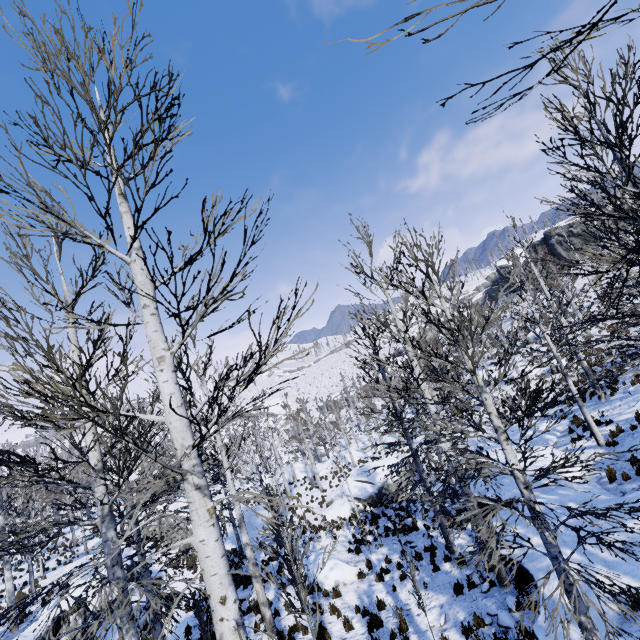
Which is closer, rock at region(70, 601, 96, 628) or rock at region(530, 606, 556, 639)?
rock at region(530, 606, 556, 639)

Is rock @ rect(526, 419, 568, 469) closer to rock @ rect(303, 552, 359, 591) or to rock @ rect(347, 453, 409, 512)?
rock @ rect(347, 453, 409, 512)

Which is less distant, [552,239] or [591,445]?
[591,445]

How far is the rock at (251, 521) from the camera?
21.60m

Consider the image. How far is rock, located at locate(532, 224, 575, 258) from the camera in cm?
5078

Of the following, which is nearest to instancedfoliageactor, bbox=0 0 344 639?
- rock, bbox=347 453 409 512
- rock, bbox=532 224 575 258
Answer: rock, bbox=347 453 409 512

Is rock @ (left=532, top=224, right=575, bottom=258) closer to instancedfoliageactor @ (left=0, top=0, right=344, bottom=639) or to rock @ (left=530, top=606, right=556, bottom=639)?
rock @ (left=530, top=606, right=556, bottom=639)

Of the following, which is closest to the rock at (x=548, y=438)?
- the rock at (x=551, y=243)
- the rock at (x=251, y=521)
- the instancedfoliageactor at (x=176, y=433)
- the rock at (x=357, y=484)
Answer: the instancedfoliageactor at (x=176, y=433)
